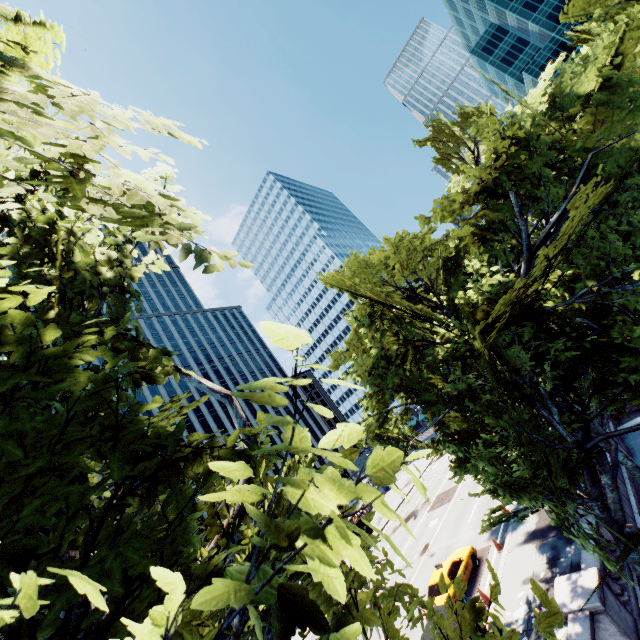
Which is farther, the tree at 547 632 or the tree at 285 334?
the tree at 547 632

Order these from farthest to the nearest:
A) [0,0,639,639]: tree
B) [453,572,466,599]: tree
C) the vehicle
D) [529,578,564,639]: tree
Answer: the vehicle < [453,572,466,599]: tree < [529,578,564,639]: tree < [0,0,639,639]: tree

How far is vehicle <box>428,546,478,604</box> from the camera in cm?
1680

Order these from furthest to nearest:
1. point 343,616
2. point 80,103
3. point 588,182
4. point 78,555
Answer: point 588,182 → point 78,555 → point 80,103 → point 343,616

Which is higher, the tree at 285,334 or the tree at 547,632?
the tree at 285,334

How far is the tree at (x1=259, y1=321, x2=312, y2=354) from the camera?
1.69m

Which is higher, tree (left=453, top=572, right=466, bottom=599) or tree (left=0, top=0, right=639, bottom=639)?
Answer: tree (left=453, top=572, right=466, bottom=599)
